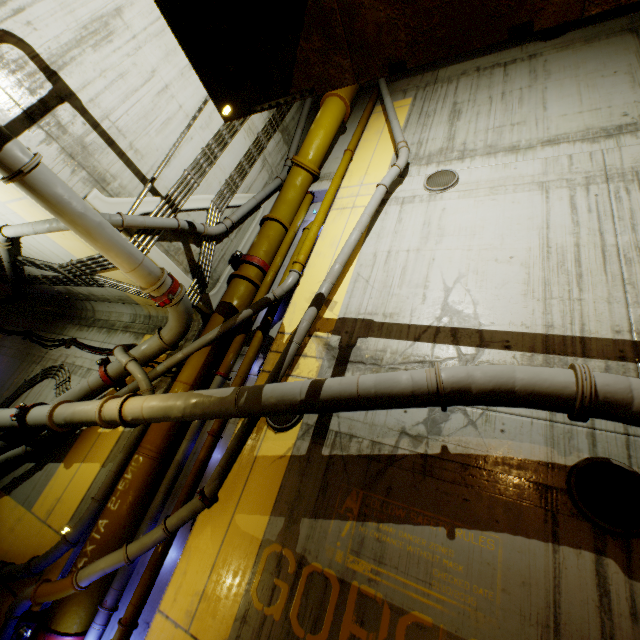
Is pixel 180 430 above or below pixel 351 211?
below

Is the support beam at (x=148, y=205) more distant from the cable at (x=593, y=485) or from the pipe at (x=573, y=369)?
the cable at (x=593, y=485)

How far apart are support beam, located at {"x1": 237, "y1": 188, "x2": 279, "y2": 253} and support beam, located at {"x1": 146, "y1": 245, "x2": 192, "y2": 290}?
1.59m

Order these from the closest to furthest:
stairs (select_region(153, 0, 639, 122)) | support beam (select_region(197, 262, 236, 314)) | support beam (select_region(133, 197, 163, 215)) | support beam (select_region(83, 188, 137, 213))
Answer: stairs (select_region(153, 0, 639, 122)) < support beam (select_region(83, 188, 137, 213)) < support beam (select_region(133, 197, 163, 215)) < support beam (select_region(197, 262, 236, 314))

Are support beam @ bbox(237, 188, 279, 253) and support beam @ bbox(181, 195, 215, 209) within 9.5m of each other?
yes

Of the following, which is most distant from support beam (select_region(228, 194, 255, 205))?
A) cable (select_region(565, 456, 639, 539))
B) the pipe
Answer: cable (select_region(565, 456, 639, 539))

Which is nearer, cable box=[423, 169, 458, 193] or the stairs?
the stairs

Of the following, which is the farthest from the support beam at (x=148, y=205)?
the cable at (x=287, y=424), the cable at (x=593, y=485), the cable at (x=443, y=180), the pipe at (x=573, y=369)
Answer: the cable at (x=593, y=485)
